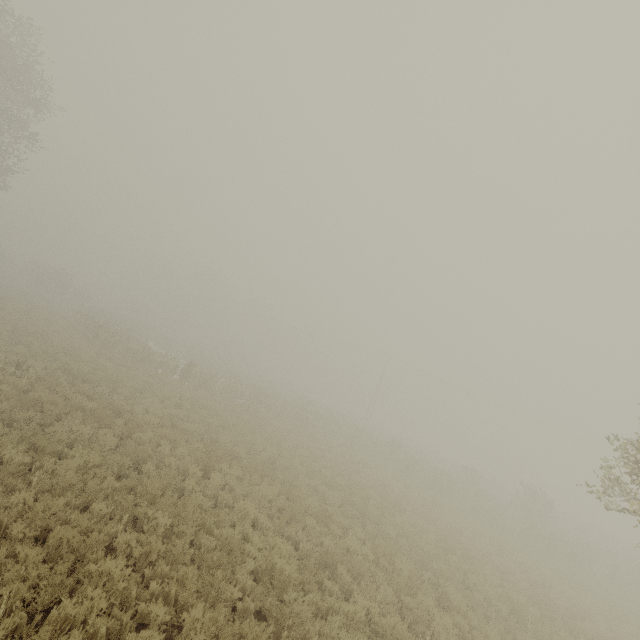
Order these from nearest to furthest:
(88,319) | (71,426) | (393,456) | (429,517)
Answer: (71,426), (429,517), (88,319), (393,456)
